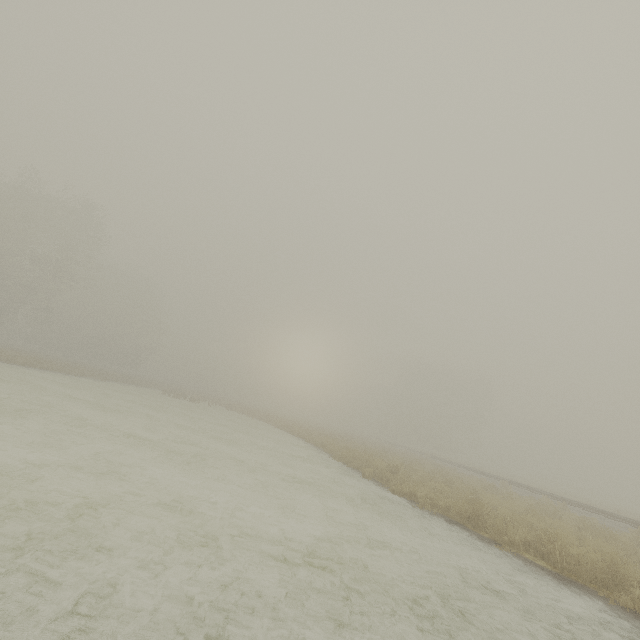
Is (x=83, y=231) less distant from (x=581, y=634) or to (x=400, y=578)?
(x=400, y=578)
